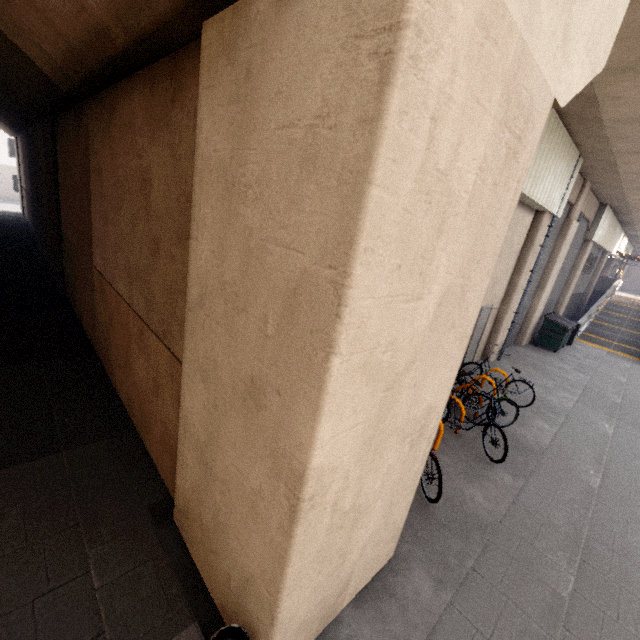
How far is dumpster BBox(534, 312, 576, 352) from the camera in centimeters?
1391cm

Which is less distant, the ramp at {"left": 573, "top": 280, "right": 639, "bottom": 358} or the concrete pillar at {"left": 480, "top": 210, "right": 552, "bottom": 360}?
the concrete pillar at {"left": 480, "top": 210, "right": 552, "bottom": 360}

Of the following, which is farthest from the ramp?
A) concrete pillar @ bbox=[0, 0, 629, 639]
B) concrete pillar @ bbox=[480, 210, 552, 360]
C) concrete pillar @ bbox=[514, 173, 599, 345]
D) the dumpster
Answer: concrete pillar @ bbox=[0, 0, 629, 639]

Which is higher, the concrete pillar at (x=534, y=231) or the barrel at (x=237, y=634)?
the concrete pillar at (x=534, y=231)

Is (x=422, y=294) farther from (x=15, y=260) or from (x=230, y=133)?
(x=15, y=260)

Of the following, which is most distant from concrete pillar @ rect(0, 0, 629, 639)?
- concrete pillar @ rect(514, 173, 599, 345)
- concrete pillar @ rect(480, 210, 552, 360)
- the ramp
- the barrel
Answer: the ramp

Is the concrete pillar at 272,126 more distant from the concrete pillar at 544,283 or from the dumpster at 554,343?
the dumpster at 554,343

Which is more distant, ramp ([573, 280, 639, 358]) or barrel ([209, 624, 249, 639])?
ramp ([573, 280, 639, 358])
